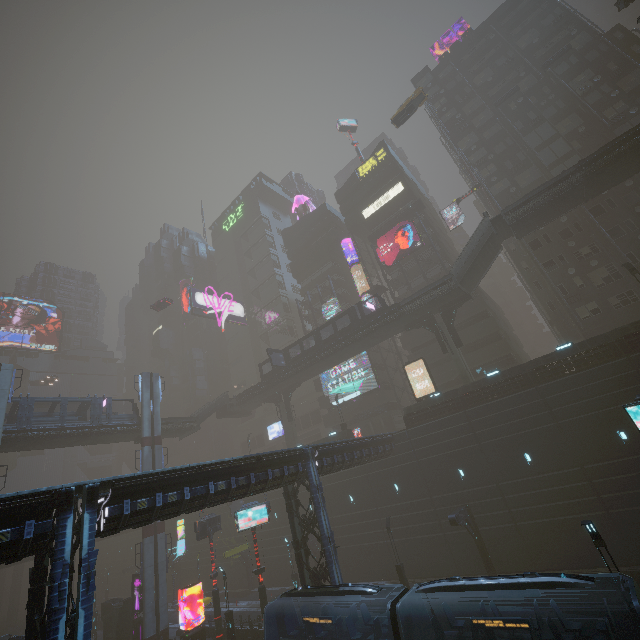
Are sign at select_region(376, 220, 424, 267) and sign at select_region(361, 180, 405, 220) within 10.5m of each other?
yes

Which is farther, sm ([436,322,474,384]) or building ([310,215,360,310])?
building ([310,215,360,310])

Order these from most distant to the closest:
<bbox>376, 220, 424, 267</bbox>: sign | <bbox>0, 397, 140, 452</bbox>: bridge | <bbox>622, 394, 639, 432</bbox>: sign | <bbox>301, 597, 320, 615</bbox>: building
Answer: <bbox>376, 220, 424, 267</bbox>: sign < <bbox>0, 397, 140, 452</bbox>: bridge < <bbox>301, 597, 320, 615</bbox>: building < <bbox>622, 394, 639, 432</bbox>: sign

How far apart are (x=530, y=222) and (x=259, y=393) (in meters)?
39.61

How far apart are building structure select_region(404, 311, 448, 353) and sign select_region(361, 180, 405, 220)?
22.72m

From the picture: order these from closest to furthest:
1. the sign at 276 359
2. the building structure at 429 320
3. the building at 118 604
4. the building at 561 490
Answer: the building at 561 490
the building at 118 604
the building structure at 429 320
the sign at 276 359

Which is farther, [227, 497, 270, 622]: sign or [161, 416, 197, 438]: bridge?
[161, 416, 197, 438]: bridge

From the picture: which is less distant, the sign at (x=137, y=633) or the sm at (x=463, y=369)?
the sign at (x=137, y=633)
